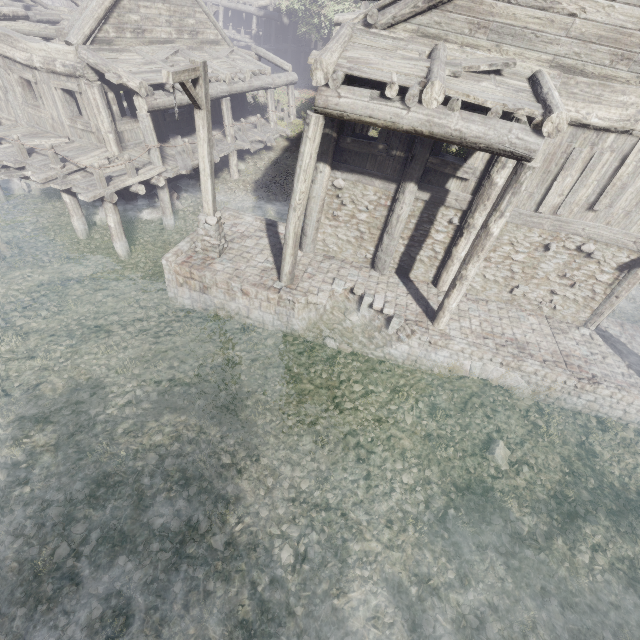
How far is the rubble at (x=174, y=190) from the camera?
14.2m

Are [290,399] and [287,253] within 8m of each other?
yes

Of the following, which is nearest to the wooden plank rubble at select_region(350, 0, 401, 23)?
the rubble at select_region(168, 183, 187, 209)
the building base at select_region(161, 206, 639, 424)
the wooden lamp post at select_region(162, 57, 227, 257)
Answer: the wooden lamp post at select_region(162, 57, 227, 257)

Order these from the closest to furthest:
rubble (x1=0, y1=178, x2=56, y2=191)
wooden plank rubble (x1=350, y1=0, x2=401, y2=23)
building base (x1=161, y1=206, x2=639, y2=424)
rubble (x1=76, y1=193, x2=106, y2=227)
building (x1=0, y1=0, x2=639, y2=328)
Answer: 1. building (x1=0, y1=0, x2=639, y2=328)
2. wooden plank rubble (x1=350, y1=0, x2=401, y2=23)
3. building base (x1=161, y1=206, x2=639, y2=424)
4. rubble (x1=76, y1=193, x2=106, y2=227)
5. rubble (x1=0, y1=178, x2=56, y2=191)

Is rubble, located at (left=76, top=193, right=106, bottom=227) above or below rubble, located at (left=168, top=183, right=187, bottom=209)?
below

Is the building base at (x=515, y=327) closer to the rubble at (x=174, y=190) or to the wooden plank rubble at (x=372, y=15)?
the rubble at (x=174, y=190)

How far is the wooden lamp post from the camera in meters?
6.6 m

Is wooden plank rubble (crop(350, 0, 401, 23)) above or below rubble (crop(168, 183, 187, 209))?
above
